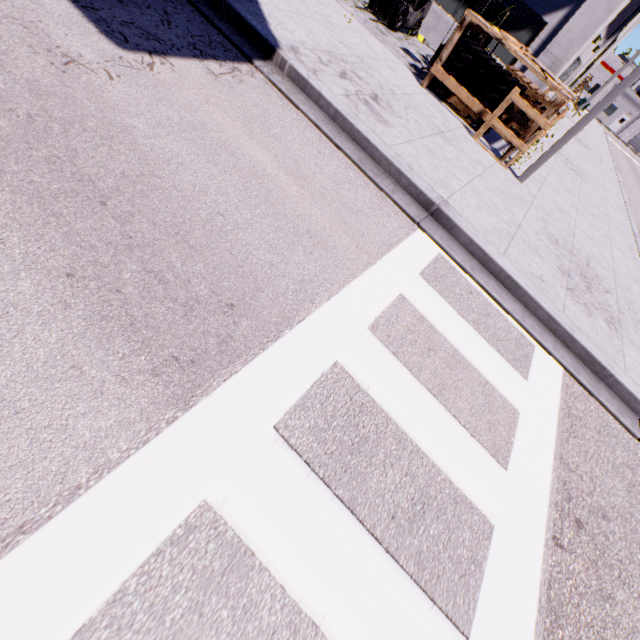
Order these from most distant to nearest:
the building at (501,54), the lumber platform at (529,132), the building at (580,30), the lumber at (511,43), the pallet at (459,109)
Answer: the building at (501,54) < the building at (580,30) < the pallet at (459,109) < the lumber platform at (529,132) < the lumber at (511,43)

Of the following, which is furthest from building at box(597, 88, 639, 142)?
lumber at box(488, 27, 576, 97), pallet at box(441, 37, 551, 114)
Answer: lumber at box(488, 27, 576, 97)

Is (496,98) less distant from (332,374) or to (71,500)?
(332,374)

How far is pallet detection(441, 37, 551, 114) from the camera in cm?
768

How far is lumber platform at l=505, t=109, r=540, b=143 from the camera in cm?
746

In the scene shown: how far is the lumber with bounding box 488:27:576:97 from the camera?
6.79m

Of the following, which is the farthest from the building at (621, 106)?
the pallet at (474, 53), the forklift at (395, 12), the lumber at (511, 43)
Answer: the lumber at (511, 43)
